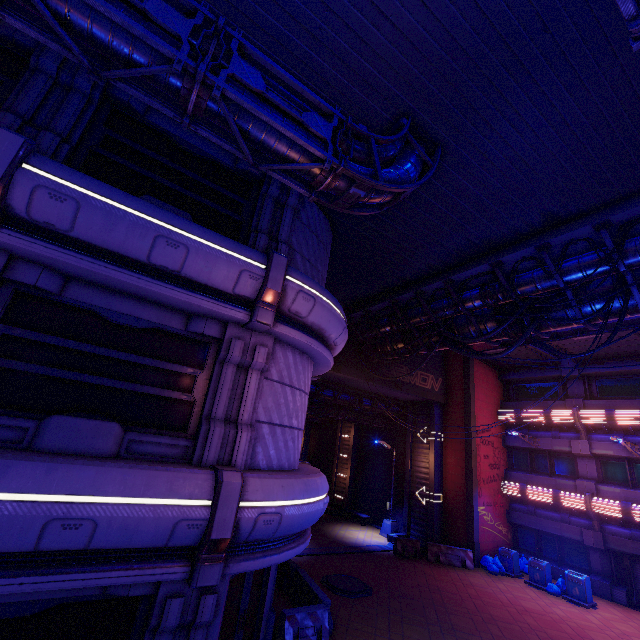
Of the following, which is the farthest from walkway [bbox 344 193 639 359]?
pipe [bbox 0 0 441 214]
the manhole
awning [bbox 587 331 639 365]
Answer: the manhole

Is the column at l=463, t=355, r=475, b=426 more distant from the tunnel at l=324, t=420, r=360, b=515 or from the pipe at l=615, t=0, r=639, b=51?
the pipe at l=615, t=0, r=639, b=51

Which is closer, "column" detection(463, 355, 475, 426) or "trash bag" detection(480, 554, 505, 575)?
"trash bag" detection(480, 554, 505, 575)

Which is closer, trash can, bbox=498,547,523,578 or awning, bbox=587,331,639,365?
awning, bbox=587,331,639,365

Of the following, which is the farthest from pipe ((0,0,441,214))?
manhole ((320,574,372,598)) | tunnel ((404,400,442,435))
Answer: manhole ((320,574,372,598))

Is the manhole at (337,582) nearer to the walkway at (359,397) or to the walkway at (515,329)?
the walkway at (359,397)

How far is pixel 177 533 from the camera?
5.2 meters

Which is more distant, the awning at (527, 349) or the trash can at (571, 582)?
the awning at (527, 349)
